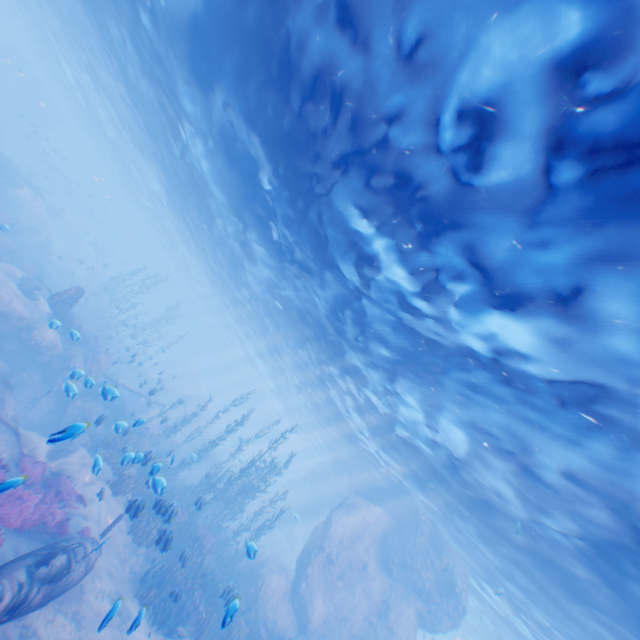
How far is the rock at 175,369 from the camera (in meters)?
23.53

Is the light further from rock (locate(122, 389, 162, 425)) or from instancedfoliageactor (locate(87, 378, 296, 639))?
instancedfoliageactor (locate(87, 378, 296, 639))

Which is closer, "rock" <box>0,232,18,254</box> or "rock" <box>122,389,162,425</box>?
"rock" <box>122,389,162,425</box>

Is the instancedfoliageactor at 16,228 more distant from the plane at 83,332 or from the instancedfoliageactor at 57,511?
the instancedfoliageactor at 57,511

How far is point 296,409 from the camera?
42.9m

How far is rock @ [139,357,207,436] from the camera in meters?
23.5

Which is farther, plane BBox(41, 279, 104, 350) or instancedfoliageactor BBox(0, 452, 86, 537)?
plane BBox(41, 279, 104, 350)
